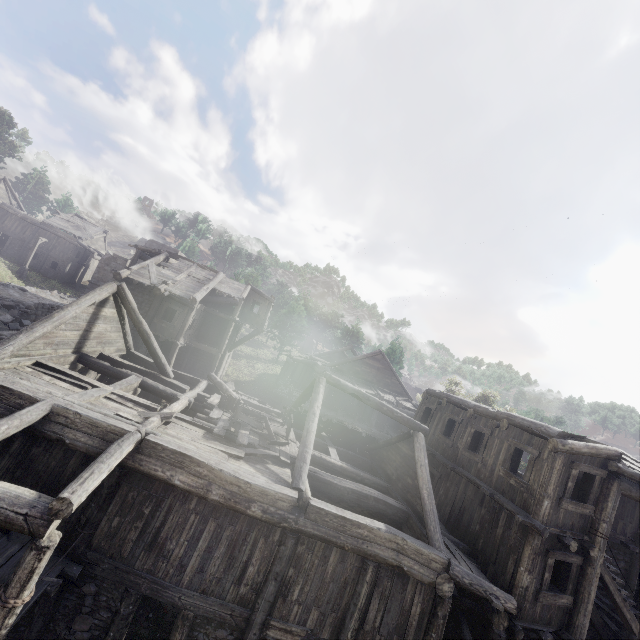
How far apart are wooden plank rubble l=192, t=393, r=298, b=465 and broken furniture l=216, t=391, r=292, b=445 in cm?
1

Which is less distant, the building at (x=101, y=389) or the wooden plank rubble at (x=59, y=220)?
the building at (x=101, y=389)

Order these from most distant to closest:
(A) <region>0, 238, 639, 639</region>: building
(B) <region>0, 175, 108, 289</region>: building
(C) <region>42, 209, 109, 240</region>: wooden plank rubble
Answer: (C) <region>42, 209, 109, 240</region>: wooden plank rubble, (B) <region>0, 175, 108, 289</region>: building, (A) <region>0, 238, 639, 639</region>: building

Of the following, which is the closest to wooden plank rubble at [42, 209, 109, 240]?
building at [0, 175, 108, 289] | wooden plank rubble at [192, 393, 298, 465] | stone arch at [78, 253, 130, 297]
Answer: building at [0, 175, 108, 289]

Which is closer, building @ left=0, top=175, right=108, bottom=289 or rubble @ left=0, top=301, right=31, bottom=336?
rubble @ left=0, top=301, right=31, bottom=336

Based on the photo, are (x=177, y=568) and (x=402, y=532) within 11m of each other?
yes

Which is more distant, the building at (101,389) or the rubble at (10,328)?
the rubble at (10,328)

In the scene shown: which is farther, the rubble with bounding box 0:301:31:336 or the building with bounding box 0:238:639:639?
the rubble with bounding box 0:301:31:336
